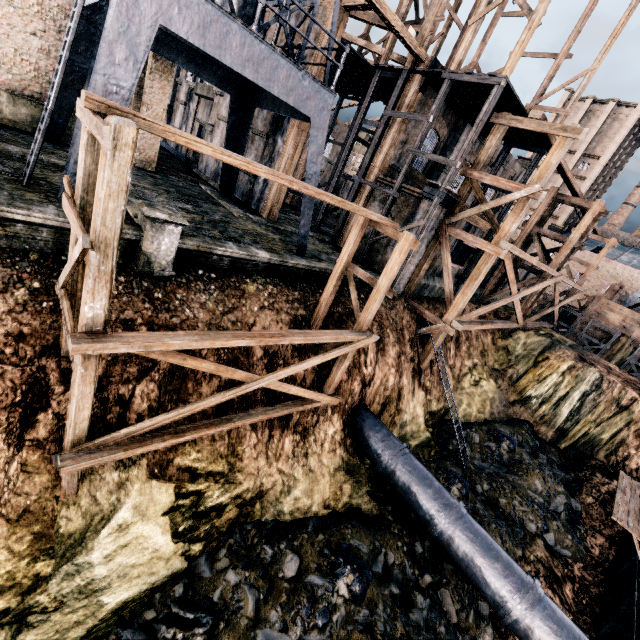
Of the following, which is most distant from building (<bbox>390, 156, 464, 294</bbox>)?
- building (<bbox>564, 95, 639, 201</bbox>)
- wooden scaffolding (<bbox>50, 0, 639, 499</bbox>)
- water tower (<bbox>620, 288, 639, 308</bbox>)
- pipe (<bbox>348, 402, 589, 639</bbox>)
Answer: building (<bbox>564, 95, 639, 201</bbox>)

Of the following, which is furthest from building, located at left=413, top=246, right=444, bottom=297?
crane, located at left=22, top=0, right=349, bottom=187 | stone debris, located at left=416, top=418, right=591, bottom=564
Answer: stone debris, located at left=416, top=418, right=591, bottom=564

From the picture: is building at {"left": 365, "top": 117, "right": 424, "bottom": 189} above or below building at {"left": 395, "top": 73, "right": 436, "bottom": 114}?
below

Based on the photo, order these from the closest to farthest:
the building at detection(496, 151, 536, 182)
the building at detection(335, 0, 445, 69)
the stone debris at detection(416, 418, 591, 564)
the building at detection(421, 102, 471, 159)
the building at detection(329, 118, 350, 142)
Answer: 1. the building at detection(335, 0, 445, 69)
2. the stone debris at detection(416, 418, 591, 564)
3. the building at detection(421, 102, 471, 159)
4. the building at detection(496, 151, 536, 182)
5. the building at detection(329, 118, 350, 142)

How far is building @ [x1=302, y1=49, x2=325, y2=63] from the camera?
17.1m

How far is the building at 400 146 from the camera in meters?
19.6 m

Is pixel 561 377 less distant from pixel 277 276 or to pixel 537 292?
pixel 537 292

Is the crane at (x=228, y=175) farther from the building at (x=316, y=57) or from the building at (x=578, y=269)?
the building at (x=578, y=269)
